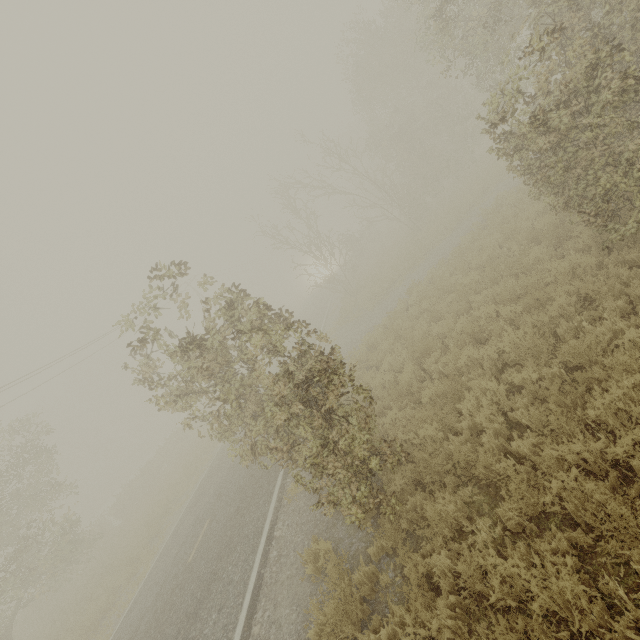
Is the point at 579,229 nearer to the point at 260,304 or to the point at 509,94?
the point at 509,94
